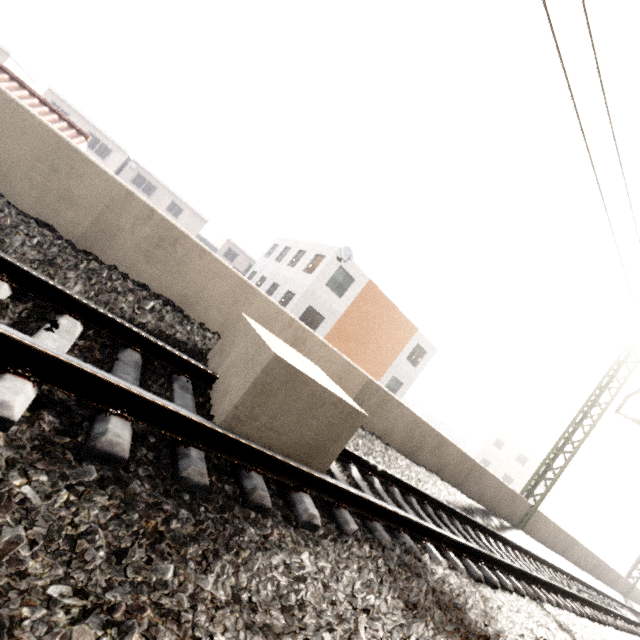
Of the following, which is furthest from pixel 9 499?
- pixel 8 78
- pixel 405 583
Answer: pixel 8 78

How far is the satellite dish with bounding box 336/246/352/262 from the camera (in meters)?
18.25

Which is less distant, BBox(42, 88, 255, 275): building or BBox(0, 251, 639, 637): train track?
BBox(0, 251, 639, 637): train track

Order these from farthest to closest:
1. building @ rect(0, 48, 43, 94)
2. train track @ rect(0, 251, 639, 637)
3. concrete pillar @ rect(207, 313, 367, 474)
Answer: building @ rect(0, 48, 43, 94) < concrete pillar @ rect(207, 313, 367, 474) < train track @ rect(0, 251, 639, 637)

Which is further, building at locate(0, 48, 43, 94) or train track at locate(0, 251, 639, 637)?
building at locate(0, 48, 43, 94)

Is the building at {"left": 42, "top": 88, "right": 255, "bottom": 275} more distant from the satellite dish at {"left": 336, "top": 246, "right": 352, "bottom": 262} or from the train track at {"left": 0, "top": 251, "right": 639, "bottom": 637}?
the train track at {"left": 0, "top": 251, "right": 639, "bottom": 637}

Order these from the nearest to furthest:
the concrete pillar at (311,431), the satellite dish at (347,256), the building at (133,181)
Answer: the concrete pillar at (311,431), the satellite dish at (347,256), the building at (133,181)

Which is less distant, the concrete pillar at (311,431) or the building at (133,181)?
the concrete pillar at (311,431)
